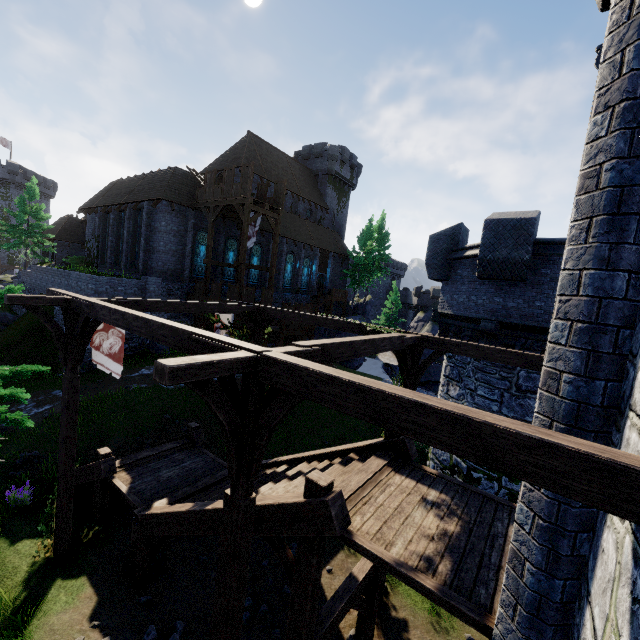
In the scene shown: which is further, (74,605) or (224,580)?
(74,605)

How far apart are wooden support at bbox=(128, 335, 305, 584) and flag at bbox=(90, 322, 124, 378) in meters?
5.1

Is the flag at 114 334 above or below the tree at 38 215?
below

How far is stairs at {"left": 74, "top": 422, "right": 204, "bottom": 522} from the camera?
9.50m

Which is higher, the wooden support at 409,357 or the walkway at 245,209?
the walkway at 245,209

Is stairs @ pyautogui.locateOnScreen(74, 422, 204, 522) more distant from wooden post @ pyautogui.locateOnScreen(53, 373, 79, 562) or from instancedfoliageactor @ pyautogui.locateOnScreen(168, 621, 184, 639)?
instancedfoliageactor @ pyautogui.locateOnScreen(168, 621, 184, 639)

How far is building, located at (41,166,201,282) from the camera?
24.2m

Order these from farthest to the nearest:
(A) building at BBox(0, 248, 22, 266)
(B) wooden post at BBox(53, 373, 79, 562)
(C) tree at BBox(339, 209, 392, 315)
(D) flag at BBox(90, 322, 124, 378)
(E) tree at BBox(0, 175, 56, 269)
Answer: (A) building at BBox(0, 248, 22, 266)
(C) tree at BBox(339, 209, 392, 315)
(E) tree at BBox(0, 175, 56, 269)
(D) flag at BBox(90, 322, 124, 378)
(B) wooden post at BBox(53, 373, 79, 562)
